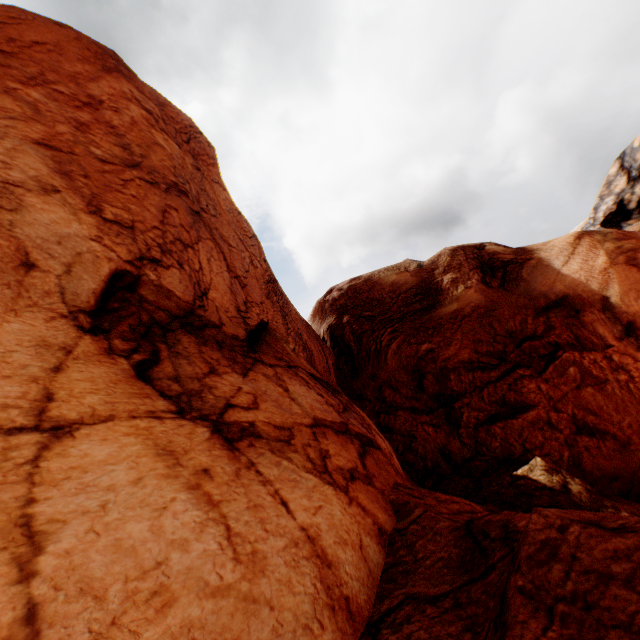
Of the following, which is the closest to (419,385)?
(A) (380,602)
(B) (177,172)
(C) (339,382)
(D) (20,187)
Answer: (C) (339,382)
